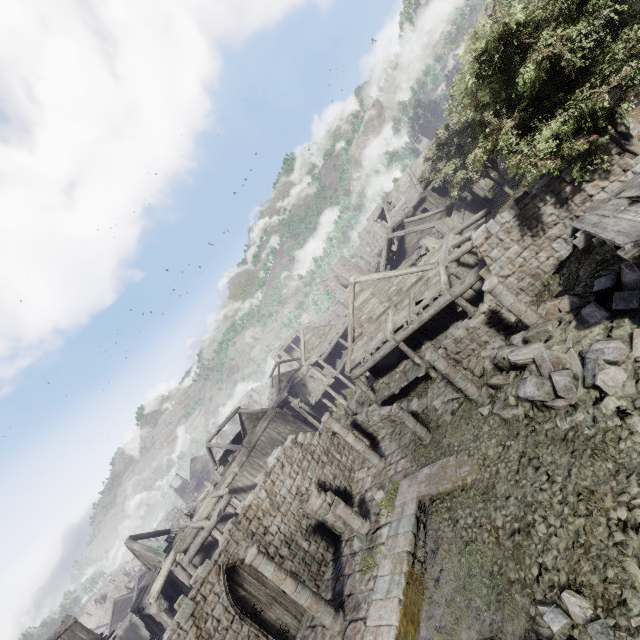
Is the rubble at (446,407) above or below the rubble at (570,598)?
above

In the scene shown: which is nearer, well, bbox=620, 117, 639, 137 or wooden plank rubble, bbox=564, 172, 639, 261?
wooden plank rubble, bbox=564, 172, 639, 261

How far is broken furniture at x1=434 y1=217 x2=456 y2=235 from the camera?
21.89m

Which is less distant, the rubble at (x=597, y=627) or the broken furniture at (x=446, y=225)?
the rubble at (x=597, y=627)

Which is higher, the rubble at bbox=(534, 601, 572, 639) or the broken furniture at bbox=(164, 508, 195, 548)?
the broken furniture at bbox=(164, 508, 195, 548)

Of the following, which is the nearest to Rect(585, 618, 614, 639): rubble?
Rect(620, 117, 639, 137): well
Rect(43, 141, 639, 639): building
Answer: Rect(43, 141, 639, 639): building

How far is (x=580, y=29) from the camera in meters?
7.9

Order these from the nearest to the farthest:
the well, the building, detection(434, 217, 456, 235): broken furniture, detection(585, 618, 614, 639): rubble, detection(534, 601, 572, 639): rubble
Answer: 1. detection(585, 618, 614, 639): rubble
2. detection(534, 601, 572, 639): rubble
3. the building
4. the well
5. detection(434, 217, 456, 235): broken furniture
